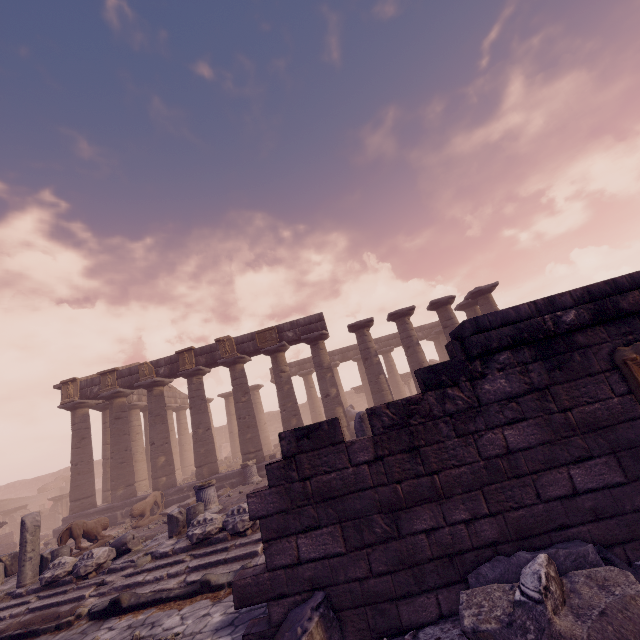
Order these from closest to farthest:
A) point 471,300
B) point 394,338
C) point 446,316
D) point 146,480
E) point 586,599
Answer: point 586,599 → point 446,316 → point 471,300 → point 146,480 → point 394,338

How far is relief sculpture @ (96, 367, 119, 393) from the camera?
16.91m

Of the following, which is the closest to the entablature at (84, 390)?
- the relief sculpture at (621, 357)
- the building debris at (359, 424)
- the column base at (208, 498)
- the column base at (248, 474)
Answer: the column base at (248, 474)

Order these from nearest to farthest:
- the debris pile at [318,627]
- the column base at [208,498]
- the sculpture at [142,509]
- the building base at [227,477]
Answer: the debris pile at [318,627] → the column base at [208,498] → the sculpture at [142,509] → the building base at [227,477]

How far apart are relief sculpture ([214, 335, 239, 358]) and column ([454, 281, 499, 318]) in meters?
12.3

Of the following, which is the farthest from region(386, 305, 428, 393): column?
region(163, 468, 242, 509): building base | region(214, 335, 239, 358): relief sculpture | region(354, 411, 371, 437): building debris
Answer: region(214, 335, 239, 358): relief sculpture

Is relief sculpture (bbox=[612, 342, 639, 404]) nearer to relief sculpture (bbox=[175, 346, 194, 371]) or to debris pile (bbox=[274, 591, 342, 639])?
debris pile (bbox=[274, 591, 342, 639])

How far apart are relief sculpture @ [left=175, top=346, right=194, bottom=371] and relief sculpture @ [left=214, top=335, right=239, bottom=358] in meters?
1.1
